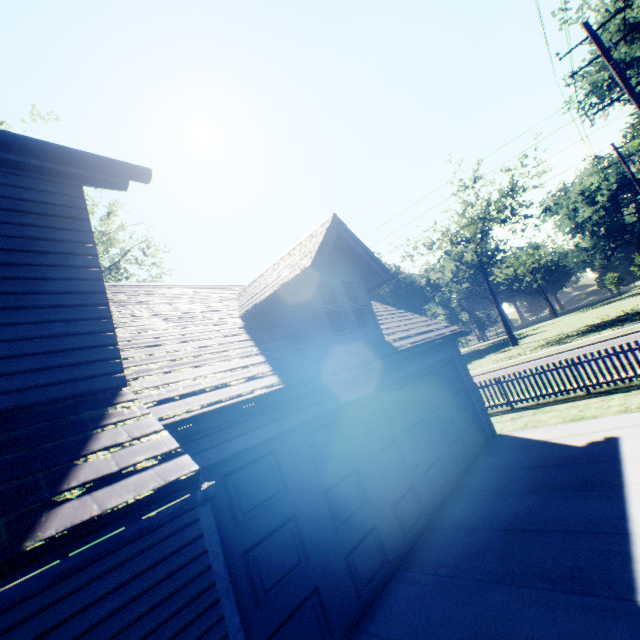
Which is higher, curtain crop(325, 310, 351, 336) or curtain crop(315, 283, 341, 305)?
curtain crop(315, 283, 341, 305)

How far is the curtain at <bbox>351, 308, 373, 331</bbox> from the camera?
8.0m

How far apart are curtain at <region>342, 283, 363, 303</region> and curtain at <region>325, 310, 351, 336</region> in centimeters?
26cm

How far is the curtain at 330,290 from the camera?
7.4 meters

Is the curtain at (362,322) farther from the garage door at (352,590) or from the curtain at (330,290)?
the garage door at (352,590)

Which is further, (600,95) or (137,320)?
(600,95)

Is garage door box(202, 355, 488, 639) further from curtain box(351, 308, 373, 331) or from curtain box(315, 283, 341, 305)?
curtain box(315, 283, 341, 305)
